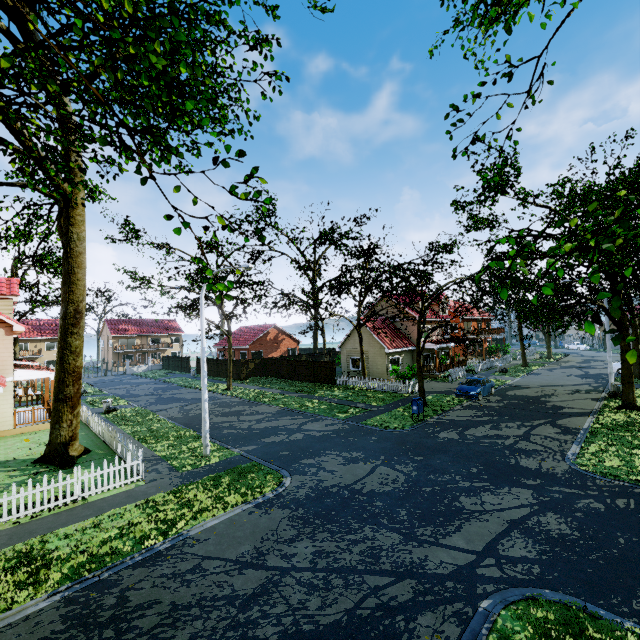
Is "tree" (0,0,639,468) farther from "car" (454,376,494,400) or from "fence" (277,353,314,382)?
"car" (454,376,494,400)

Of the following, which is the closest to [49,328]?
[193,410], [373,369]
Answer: [193,410]

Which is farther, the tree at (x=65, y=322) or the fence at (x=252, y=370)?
the fence at (x=252, y=370)

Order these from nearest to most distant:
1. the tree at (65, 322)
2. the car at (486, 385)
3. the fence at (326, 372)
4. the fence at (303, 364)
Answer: the tree at (65, 322)
the car at (486, 385)
the fence at (326, 372)
the fence at (303, 364)

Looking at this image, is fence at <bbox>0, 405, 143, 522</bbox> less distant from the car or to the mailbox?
the car

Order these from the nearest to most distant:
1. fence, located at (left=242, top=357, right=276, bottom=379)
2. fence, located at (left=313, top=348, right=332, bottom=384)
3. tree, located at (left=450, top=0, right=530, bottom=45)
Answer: tree, located at (left=450, top=0, right=530, bottom=45)
fence, located at (left=313, top=348, right=332, bottom=384)
fence, located at (left=242, top=357, right=276, bottom=379)

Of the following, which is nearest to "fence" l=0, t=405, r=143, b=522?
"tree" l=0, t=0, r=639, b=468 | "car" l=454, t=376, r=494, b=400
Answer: "tree" l=0, t=0, r=639, b=468
